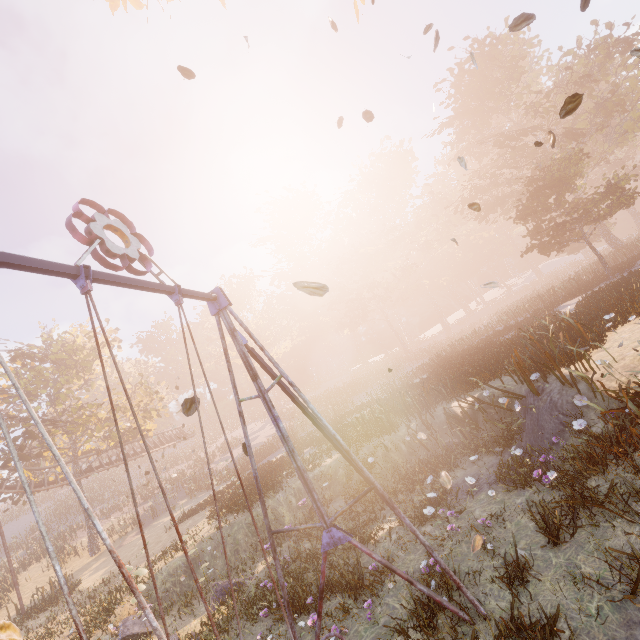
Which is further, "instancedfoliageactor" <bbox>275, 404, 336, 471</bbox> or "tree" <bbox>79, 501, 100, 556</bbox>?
"tree" <bbox>79, 501, 100, 556</bbox>

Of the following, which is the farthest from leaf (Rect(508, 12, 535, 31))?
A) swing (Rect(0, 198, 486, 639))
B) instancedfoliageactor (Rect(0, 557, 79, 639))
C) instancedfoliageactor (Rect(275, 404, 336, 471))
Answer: instancedfoliageactor (Rect(0, 557, 79, 639))

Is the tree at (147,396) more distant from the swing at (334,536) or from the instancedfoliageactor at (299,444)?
the swing at (334,536)

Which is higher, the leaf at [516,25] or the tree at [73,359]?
the tree at [73,359]

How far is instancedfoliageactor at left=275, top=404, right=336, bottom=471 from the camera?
15.3m

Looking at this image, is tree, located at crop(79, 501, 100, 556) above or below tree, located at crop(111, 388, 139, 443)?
below

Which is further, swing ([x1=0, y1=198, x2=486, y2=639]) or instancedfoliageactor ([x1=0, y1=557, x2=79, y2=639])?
instancedfoliageactor ([x1=0, y1=557, x2=79, y2=639])

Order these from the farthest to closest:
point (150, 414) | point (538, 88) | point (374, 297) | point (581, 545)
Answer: point (374, 297) → point (538, 88) → point (150, 414) → point (581, 545)
